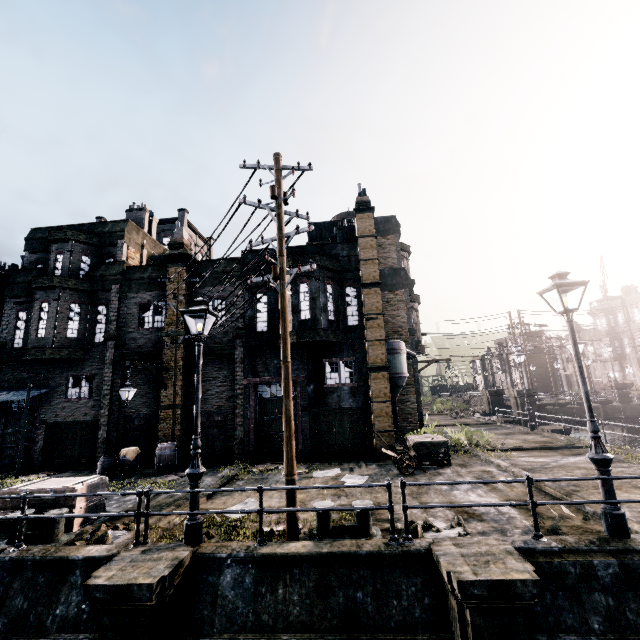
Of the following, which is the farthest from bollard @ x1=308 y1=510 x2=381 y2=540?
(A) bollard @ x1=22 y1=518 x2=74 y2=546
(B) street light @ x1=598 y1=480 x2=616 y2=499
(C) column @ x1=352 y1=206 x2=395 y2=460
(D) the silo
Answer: (D) the silo

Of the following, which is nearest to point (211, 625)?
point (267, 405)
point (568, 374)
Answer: point (267, 405)

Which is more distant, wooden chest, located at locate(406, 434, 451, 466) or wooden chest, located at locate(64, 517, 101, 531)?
wooden chest, located at locate(406, 434, 451, 466)

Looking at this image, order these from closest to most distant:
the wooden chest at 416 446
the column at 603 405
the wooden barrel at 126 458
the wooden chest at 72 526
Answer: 1. the wooden chest at 72 526
2. the wooden chest at 416 446
3. the wooden barrel at 126 458
4. the column at 603 405

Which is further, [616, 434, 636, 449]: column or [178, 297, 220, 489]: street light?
[616, 434, 636, 449]: column

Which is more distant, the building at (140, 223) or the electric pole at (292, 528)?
the building at (140, 223)

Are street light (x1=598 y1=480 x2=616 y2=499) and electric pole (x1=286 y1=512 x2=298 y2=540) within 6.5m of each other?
yes

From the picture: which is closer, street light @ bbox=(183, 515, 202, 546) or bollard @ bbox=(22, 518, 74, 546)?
street light @ bbox=(183, 515, 202, 546)
